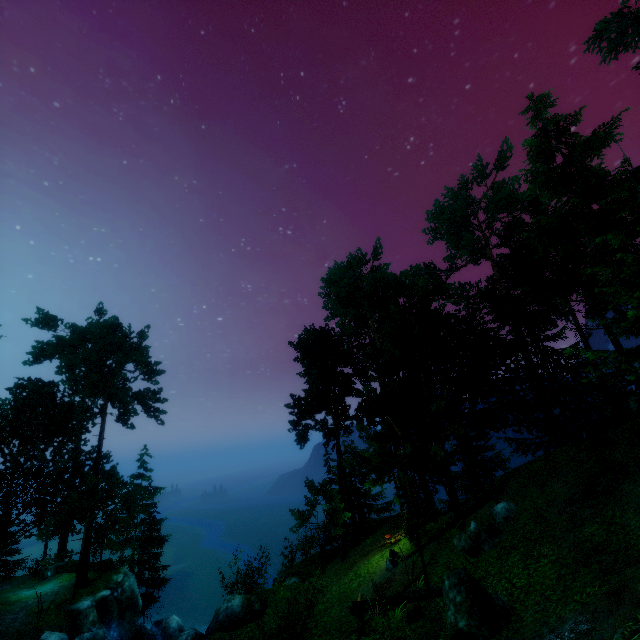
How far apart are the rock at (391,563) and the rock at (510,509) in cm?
596

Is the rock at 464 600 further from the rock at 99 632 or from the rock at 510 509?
the rock at 99 632

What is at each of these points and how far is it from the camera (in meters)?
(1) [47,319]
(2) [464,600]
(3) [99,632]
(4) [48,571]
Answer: (1) tree, 33.94
(2) rock, 8.22
(3) rock, 19.39
(4) box, 26.66

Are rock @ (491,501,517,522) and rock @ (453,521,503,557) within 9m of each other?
yes

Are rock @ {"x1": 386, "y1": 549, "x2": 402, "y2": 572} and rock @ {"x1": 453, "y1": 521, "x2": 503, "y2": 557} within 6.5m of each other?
yes

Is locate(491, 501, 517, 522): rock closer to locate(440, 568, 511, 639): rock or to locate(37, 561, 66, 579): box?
locate(440, 568, 511, 639): rock

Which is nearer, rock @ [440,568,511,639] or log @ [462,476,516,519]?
rock @ [440,568,511,639]

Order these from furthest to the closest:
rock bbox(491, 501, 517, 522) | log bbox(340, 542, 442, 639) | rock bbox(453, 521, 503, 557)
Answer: rock bbox(491, 501, 517, 522), rock bbox(453, 521, 503, 557), log bbox(340, 542, 442, 639)
